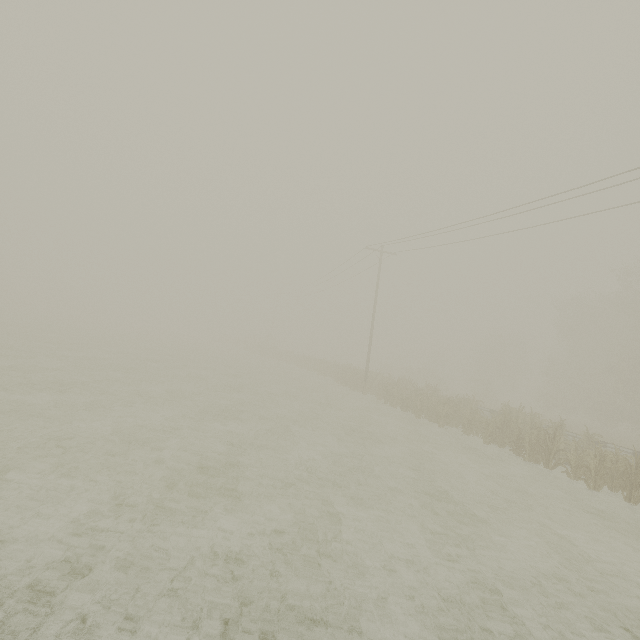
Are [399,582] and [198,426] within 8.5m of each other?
yes
